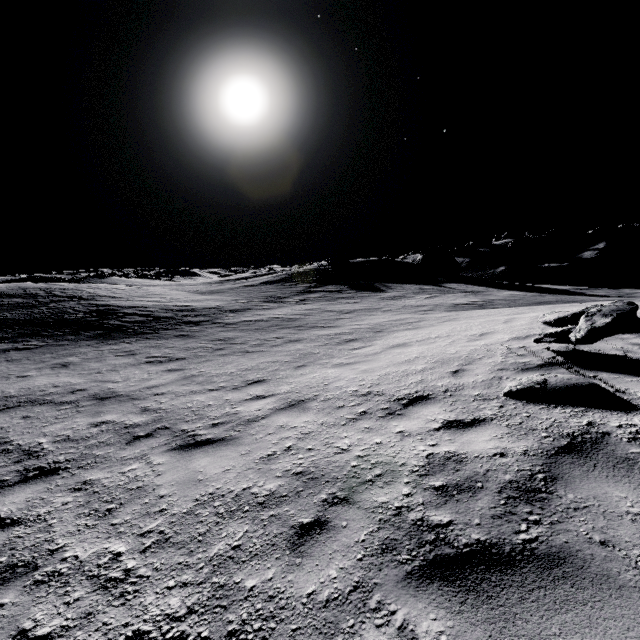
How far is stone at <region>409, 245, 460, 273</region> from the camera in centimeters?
3541cm

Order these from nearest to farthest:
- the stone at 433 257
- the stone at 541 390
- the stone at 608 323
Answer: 1. the stone at 541 390
2. the stone at 608 323
3. the stone at 433 257

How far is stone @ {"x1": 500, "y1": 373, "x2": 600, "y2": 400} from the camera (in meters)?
4.14

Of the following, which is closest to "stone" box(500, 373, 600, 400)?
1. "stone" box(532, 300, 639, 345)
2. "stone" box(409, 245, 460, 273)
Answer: "stone" box(532, 300, 639, 345)

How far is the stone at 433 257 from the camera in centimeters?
3541cm

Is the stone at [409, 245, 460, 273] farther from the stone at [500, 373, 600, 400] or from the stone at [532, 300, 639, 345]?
the stone at [500, 373, 600, 400]

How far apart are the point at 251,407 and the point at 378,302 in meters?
14.5

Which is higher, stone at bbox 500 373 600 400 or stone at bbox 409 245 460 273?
stone at bbox 409 245 460 273
